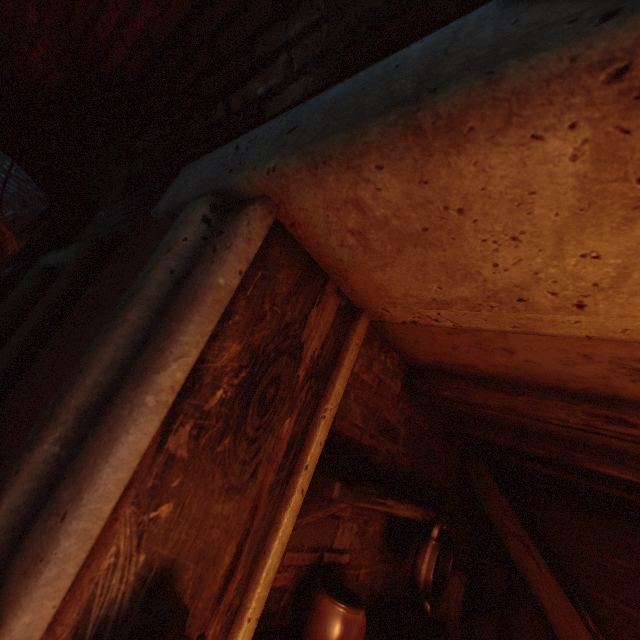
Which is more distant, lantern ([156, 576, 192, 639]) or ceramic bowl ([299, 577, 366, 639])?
ceramic bowl ([299, 577, 366, 639])

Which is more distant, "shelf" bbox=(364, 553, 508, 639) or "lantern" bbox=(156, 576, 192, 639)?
"shelf" bbox=(364, 553, 508, 639)

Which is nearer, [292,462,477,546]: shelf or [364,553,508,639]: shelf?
[292,462,477,546]: shelf

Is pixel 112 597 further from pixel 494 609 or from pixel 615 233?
pixel 494 609

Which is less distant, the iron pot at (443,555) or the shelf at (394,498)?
the shelf at (394,498)

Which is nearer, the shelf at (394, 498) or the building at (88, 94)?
the building at (88, 94)

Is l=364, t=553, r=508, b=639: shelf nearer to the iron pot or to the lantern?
the iron pot

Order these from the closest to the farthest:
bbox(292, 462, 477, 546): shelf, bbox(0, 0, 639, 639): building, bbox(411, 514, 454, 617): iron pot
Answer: bbox(0, 0, 639, 639): building
bbox(292, 462, 477, 546): shelf
bbox(411, 514, 454, 617): iron pot
